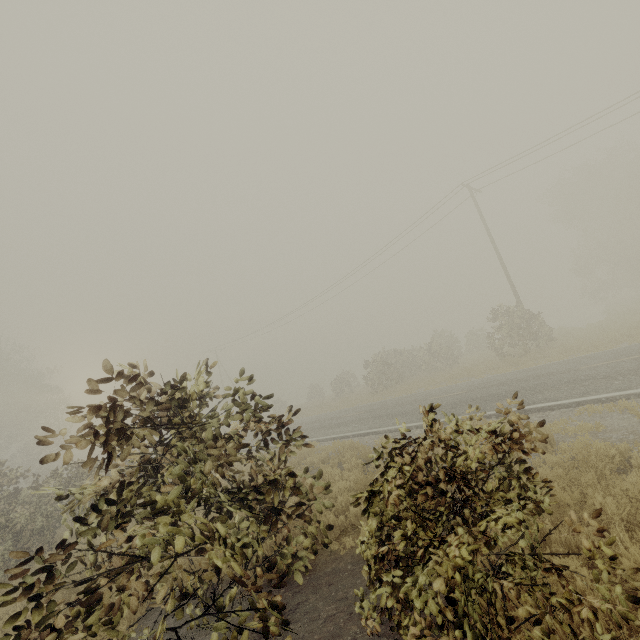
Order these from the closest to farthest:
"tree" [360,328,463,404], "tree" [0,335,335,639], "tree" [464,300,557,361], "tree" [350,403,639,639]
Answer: "tree" [350,403,639,639], "tree" [0,335,335,639], "tree" [464,300,557,361], "tree" [360,328,463,404]

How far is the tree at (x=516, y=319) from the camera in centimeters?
1922cm

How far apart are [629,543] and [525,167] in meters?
24.4

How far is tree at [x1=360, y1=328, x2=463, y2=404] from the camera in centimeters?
2612cm

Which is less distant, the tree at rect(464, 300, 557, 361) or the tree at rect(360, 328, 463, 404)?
the tree at rect(464, 300, 557, 361)

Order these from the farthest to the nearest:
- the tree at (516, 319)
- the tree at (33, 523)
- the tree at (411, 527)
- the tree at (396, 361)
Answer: the tree at (396, 361) → the tree at (516, 319) → the tree at (33, 523) → the tree at (411, 527)

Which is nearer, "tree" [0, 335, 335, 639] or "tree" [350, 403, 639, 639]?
"tree" [350, 403, 639, 639]

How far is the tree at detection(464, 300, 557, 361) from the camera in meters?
19.2
